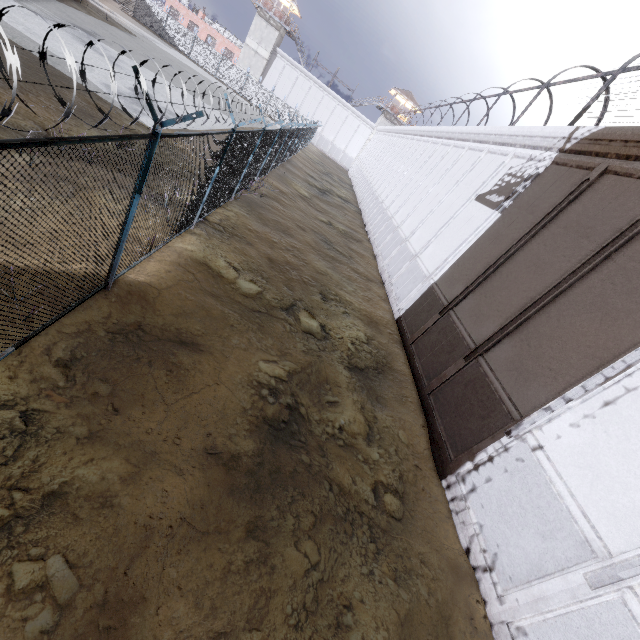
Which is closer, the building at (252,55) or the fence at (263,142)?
the fence at (263,142)

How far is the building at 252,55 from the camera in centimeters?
4844cm

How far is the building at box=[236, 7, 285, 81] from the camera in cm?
4844

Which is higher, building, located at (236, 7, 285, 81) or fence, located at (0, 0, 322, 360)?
building, located at (236, 7, 285, 81)

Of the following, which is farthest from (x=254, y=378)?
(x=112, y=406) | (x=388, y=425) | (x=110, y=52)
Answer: (x=110, y=52)

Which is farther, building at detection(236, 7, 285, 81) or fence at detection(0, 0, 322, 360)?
building at detection(236, 7, 285, 81)
